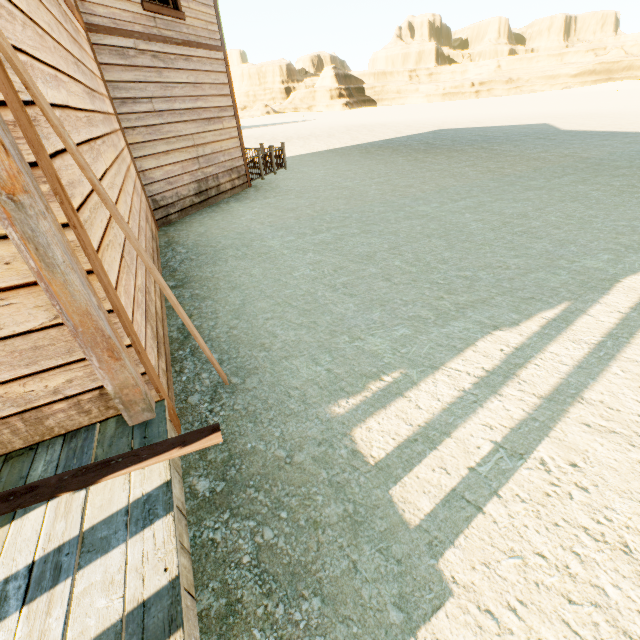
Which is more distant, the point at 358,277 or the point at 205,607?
the point at 358,277

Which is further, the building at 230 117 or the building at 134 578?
the building at 230 117

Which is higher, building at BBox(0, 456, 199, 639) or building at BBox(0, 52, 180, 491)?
building at BBox(0, 52, 180, 491)

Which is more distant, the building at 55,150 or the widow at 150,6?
the widow at 150,6

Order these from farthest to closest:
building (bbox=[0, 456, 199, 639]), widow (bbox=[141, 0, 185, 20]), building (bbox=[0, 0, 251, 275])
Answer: widow (bbox=[141, 0, 185, 20]) → building (bbox=[0, 0, 251, 275]) → building (bbox=[0, 456, 199, 639])

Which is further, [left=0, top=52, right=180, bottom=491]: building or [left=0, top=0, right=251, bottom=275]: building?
[left=0, top=0, right=251, bottom=275]: building

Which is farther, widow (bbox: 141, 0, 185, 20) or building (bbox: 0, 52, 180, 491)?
widow (bbox: 141, 0, 185, 20)
